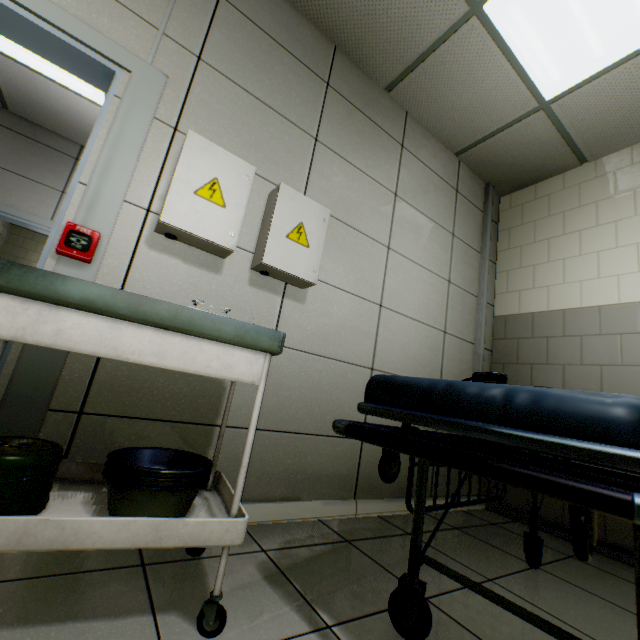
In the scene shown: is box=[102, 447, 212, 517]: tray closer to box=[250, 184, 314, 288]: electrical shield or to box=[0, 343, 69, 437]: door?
box=[0, 343, 69, 437]: door

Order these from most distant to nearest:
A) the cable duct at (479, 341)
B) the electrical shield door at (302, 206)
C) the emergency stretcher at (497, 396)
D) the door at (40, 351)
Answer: the cable duct at (479, 341) → the electrical shield door at (302, 206) → the door at (40, 351) → the emergency stretcher at (497, 396)

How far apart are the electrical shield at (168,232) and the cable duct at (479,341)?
1.71m

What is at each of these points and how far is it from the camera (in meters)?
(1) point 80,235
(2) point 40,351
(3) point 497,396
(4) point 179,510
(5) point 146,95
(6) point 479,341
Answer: (1) fire alarm, 1.38
(2) door, 1.29
(3) emergency stretcher, 0.80
(4) tray, 1.00
(5) door, 1.61
(6) cable duct, 3.10

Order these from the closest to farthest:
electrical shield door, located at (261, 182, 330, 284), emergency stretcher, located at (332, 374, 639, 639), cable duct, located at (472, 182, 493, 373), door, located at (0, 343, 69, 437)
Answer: emergency stretcher, located at (332, 374, 639, 639)
door, located at (0, 343, 69, 437)
electrical shield door, located at (261, 182, 330, 284)
cable duct, located at (472, 182, 493, 373)

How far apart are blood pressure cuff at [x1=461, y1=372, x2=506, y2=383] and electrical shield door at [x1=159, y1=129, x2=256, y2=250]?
1.2m

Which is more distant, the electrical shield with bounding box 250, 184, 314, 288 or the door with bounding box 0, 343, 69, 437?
the electrical shield with bounding box 250, 184, 314, 288

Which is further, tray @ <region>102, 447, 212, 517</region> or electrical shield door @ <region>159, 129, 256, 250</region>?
electrical shield door @ <region>159, 129, 256, 250</region>
